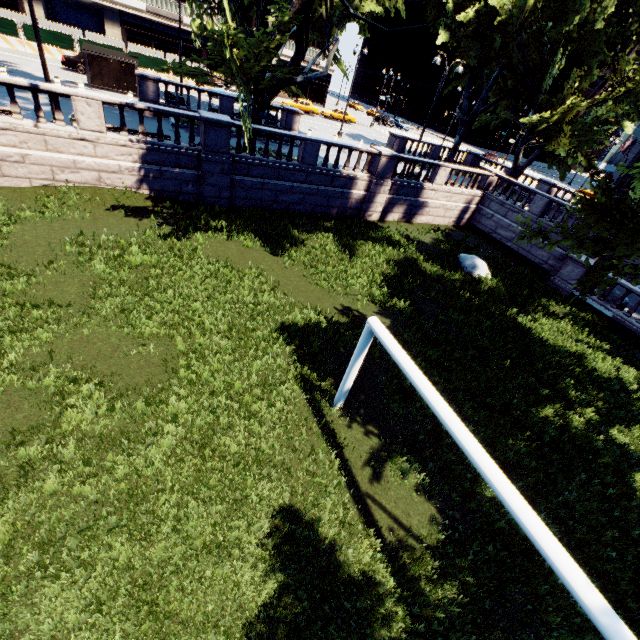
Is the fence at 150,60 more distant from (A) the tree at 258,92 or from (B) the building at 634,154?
(B) the building at 634,154

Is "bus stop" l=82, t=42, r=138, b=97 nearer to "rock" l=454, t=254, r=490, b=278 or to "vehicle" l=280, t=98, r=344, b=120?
"vehicle" l=280, t=98, r=344, b=120

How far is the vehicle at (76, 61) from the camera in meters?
26.5 m

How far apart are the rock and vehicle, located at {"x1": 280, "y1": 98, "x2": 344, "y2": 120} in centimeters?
3499cm

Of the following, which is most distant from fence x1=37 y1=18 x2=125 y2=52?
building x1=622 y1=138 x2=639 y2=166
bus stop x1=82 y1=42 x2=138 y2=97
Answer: building x1=622 y1=138 x2=639 y2=166

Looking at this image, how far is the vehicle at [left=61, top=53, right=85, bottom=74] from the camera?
26.52m

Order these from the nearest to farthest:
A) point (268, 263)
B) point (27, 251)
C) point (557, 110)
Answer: point (27, 251) → point (268, 263) → point (557, 110)

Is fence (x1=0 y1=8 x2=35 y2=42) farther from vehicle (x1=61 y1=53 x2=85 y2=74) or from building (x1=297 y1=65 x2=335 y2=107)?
building (x1=297 y1=65 x2=335 y2=107)
